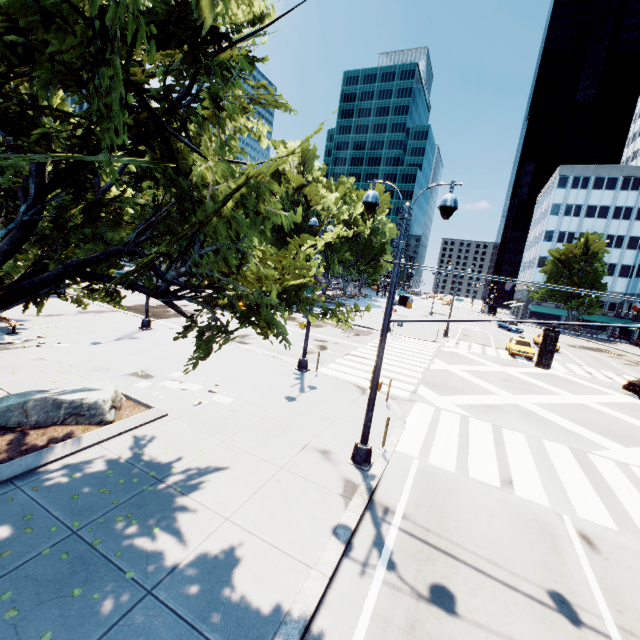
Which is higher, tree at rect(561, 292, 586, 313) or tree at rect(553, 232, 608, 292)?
tree at rect(553, 232, 608, 292)

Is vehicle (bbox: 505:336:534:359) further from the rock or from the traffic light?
the rock

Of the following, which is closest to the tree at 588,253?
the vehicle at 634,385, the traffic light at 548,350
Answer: the traffic light at 548,350

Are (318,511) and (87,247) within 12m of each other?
yes

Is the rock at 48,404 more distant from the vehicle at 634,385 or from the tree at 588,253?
the vehicle at 634,385

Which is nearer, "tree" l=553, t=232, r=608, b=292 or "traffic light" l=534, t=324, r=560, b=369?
"traffic light" l=534, t=324, r=560, b=369

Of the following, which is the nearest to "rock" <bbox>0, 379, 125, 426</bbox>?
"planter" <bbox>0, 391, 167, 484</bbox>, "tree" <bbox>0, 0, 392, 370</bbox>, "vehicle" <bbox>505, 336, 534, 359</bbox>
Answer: "planter" <bbox>0, 391, 167, 484</bbox>

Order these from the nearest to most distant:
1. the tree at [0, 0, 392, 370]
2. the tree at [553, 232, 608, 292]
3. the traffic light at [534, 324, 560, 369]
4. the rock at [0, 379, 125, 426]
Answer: the tree at [0, 0, 392, 370], the traffic light at [534, 324, 560, 369], the rock at [0, 379, 125, 426], the tree at [553, 232, 608, 292]
